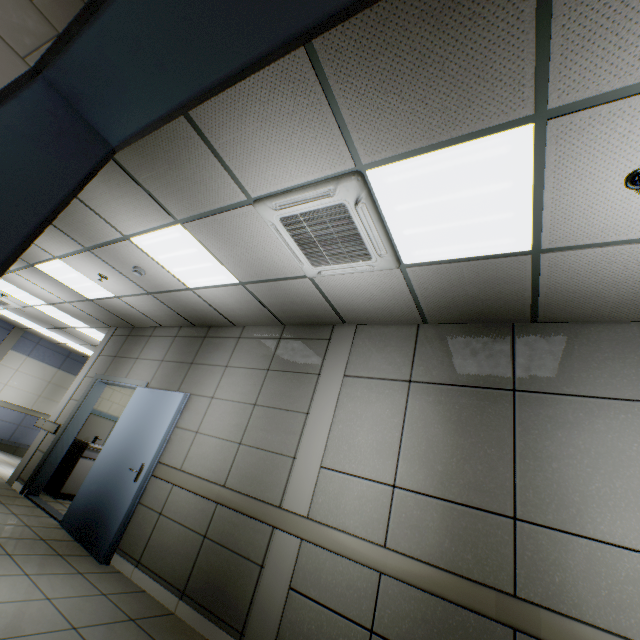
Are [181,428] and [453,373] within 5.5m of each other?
yes

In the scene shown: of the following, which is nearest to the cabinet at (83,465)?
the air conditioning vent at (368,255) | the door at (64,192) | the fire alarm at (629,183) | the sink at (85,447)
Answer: the sink at (85,447)

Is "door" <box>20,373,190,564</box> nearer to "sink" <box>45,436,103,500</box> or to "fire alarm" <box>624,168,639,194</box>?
"sink" <box>45,436,103,500</box>

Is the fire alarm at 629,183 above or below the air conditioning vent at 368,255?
above

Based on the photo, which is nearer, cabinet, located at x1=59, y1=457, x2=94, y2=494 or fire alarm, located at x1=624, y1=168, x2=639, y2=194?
fire alarm, located at x1=624, y1=168, x2=639, y2=194

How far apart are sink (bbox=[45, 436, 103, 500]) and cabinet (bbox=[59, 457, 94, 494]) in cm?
1

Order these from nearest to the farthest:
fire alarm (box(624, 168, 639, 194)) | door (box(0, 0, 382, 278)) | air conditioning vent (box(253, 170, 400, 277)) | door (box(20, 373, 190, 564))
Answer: door (box(0, 0, 382, 278)) → fire alarm (box(624, 168, 639, 194)) → air conditioning vent (box(253, 170, 400, 277)) → door (box(20, 373, 190, 564))

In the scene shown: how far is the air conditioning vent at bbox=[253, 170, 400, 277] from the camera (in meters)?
2.32
